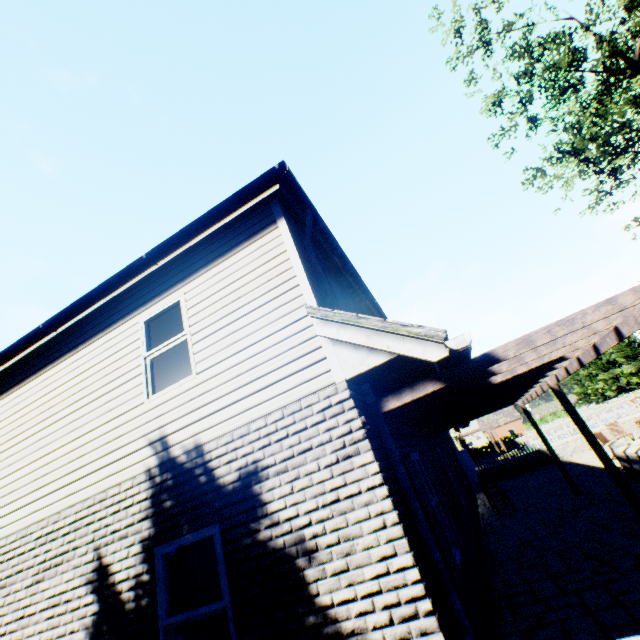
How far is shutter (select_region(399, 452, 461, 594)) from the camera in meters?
4.0 m

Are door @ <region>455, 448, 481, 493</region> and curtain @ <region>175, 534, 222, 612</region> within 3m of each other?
no

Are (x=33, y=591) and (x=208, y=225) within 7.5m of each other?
yes

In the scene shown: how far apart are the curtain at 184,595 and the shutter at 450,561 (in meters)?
2.23

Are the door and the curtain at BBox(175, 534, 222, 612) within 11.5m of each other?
no

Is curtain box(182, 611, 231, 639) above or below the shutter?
above

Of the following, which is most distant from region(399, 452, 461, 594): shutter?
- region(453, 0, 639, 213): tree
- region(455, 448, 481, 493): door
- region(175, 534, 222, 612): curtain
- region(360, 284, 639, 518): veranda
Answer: region(455, 448, 481, 493): door

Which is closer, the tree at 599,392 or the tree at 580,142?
the tree at 580,142
